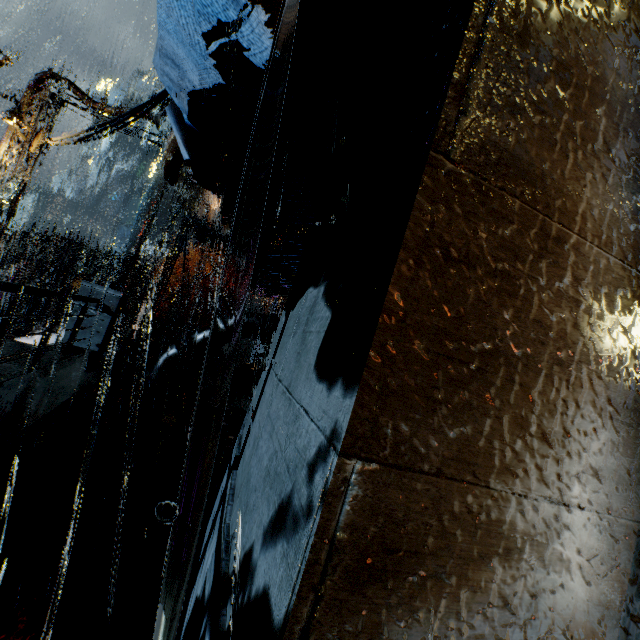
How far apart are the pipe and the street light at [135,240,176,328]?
11.8m

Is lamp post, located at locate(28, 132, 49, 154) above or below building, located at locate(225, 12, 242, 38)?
above

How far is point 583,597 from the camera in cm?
134

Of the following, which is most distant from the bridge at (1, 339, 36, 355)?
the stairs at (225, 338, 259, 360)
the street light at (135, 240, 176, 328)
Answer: the stairs at (225, 338, 259, 360)

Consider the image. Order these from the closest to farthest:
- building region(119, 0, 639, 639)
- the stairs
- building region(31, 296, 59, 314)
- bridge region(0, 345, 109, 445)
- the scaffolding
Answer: building region(119, 0, 639, 639) < bridge region(0, 345, 109, 445) < the scaffolding < building region(31, 296, 59, 314) < the stairs

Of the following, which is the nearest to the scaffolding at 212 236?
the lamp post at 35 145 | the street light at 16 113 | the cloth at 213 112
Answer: the street light at 16 113

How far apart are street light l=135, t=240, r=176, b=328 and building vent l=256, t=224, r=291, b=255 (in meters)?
17.81

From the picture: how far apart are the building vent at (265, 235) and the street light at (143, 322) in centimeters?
1781cm
